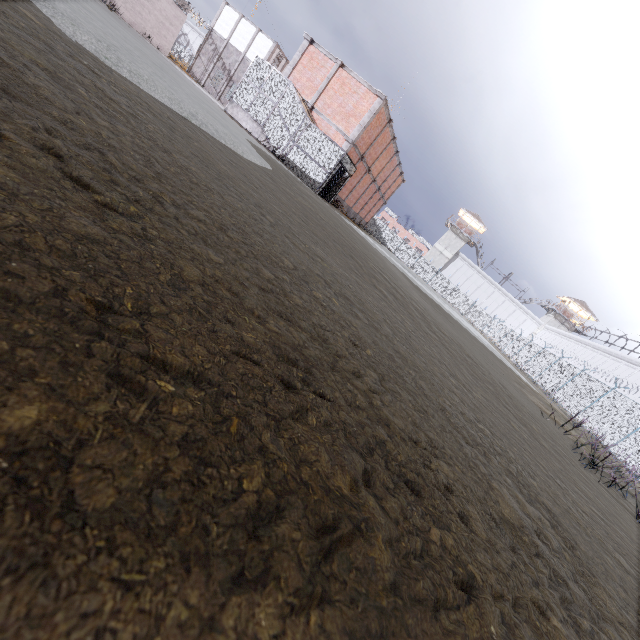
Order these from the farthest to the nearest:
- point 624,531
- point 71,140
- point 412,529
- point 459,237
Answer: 1. point 459,237
2. point 624,531
3. point 71,140
4. point 412,529

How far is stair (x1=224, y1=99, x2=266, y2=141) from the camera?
20.3m

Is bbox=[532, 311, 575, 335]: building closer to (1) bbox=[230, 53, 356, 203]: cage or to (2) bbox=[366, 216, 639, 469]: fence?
(2) bbox=[366, 216, 639, 469]: fence

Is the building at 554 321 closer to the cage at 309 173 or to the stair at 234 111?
the cage at 309 173

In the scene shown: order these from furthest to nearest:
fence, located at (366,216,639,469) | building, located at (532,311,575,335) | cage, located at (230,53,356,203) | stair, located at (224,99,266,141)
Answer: building, located at (532,311,575,335), stair, located at (224,99,266,141), cage, located at (230,53,356,203), fence, located at (366,216,639,469)

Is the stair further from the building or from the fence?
the building

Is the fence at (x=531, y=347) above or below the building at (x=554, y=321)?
below
